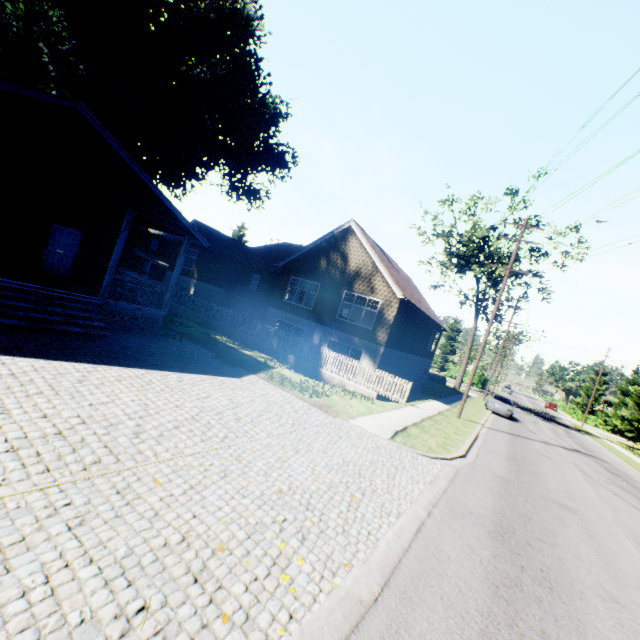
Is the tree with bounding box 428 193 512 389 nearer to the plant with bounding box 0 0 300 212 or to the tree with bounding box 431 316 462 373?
the tree with bounding box 431 316 462 373

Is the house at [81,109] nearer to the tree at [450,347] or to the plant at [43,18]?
the plant at [43,18]

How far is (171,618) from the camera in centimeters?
287cm

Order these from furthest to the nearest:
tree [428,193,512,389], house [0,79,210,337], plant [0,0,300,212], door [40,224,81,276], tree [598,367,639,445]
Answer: tree [598,367,639,445] < tree [428,193,512,389] < plant [0,0,300,212] < door [40,224,81,276] < house [0,79,210,337]

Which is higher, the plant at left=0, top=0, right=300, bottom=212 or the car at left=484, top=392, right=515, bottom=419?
the plant at left=0, top=0, right=300, bottom=212

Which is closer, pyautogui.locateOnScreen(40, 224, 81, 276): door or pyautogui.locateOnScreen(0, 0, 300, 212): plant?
pyautogui.locateOnScreen(40, 224, 81, 276): door

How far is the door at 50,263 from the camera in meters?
14.2 m

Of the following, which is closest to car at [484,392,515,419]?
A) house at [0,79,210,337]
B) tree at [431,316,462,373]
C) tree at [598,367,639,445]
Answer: tree at [598,367,639,445]
